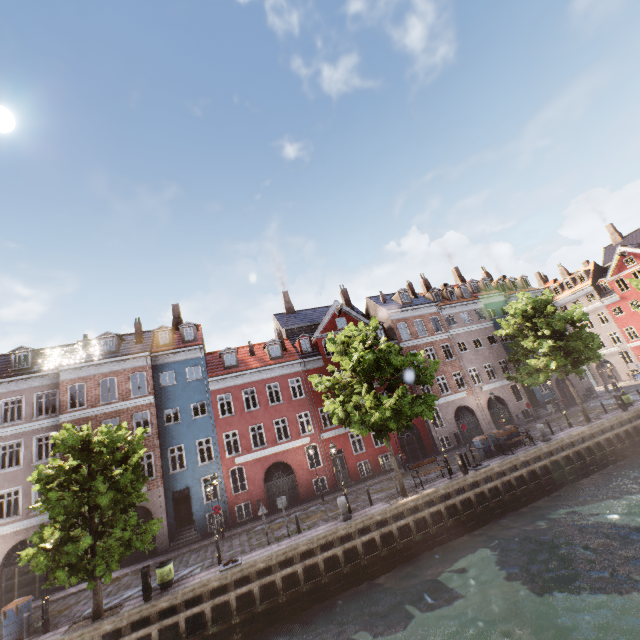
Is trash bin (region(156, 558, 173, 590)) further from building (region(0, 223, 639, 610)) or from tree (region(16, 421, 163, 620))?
building (region(0, 223, 639, 610))

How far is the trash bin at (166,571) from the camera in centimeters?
1439cm

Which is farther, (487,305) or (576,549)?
(487,305)

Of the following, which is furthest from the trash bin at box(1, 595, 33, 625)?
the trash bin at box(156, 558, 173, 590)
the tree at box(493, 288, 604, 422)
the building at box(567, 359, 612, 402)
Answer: the building at box(567, 359, 612, 402)

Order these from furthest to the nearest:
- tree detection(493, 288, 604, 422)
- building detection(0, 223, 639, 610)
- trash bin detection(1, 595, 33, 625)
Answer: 1. tree detection(493, 288, 604, 422)
2. building detection(0, 223, 639, 610)
3. trash bin detection(1, 595, 33, 625)

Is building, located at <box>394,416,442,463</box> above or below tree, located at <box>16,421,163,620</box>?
below

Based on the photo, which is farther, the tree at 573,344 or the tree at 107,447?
the tree at 573,344
